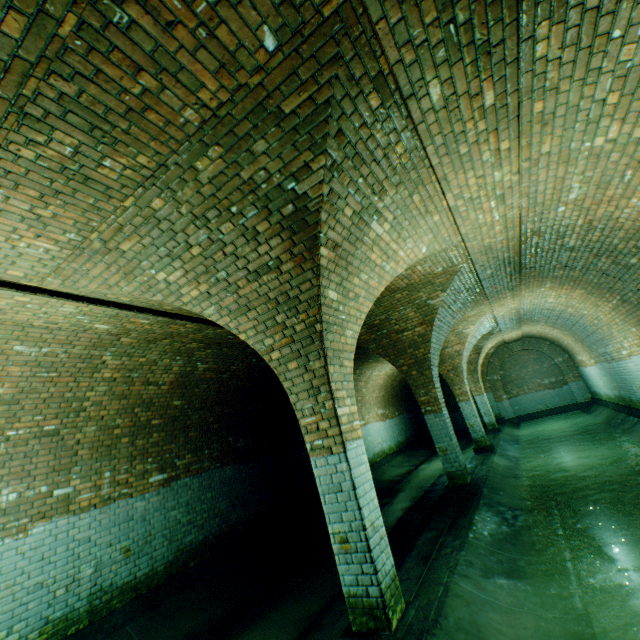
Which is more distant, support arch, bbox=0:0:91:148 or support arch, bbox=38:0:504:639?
support arch, bbox=38:0:504:639

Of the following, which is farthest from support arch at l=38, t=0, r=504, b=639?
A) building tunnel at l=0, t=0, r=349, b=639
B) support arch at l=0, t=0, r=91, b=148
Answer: support arch at l=0, t=0, r=91, b=148

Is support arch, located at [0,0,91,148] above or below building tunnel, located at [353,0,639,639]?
above

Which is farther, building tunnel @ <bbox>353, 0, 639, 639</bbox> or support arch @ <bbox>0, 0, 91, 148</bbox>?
Answer: building tunnel @ <bbox>353, 0, 639, 639</bbox>

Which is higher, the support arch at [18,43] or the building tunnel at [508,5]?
the support arch at [18,43]

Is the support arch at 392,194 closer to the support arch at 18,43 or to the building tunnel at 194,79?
the building tunnel at 194,79

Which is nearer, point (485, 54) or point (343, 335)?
point (485, 54)
